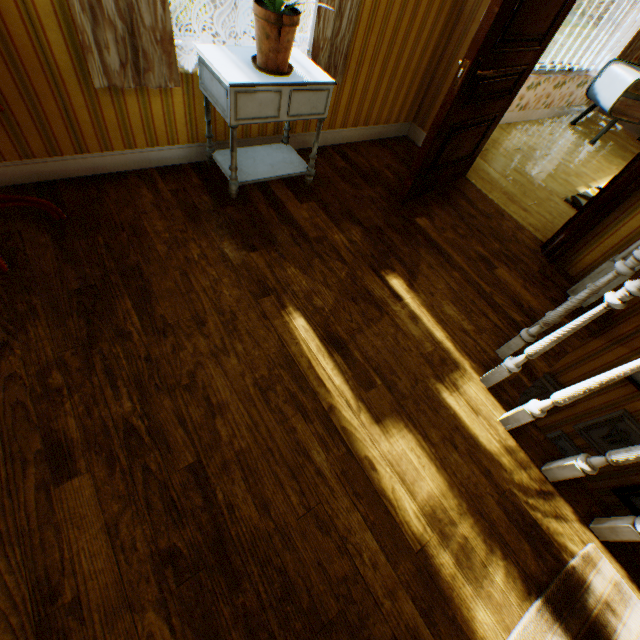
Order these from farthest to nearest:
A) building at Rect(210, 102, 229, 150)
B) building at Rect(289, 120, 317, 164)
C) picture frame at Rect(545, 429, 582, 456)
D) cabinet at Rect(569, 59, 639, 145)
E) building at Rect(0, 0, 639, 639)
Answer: cabinet at Rect(569, 59, 639, 145) → picture frame at Rect(545, 429, 582, 456) → building at Rect(289, 120, 317, 164) → building at Rect(210, 102, 229, 150) → building at Rect(0, 0, 639, 639)

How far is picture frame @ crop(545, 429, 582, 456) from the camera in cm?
367

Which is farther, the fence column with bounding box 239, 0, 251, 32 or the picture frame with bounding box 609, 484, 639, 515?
the fence column with bounding box 239, 0, 251, 32

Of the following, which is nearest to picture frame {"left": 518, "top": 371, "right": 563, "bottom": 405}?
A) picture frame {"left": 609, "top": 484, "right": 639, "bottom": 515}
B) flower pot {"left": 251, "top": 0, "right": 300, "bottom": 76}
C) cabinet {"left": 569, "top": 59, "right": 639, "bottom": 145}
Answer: picture frame {"left": 609, "top": 484, "right": 639, "bottom": 515}

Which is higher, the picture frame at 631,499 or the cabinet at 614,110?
the cabinet at 614,110

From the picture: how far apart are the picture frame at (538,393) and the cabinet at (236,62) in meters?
3.0

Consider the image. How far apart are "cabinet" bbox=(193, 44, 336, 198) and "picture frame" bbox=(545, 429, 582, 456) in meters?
4.0 m

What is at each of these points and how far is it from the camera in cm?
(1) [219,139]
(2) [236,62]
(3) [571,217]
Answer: (1) building, 278
(2) cabinet, 208
(3) building, 296
